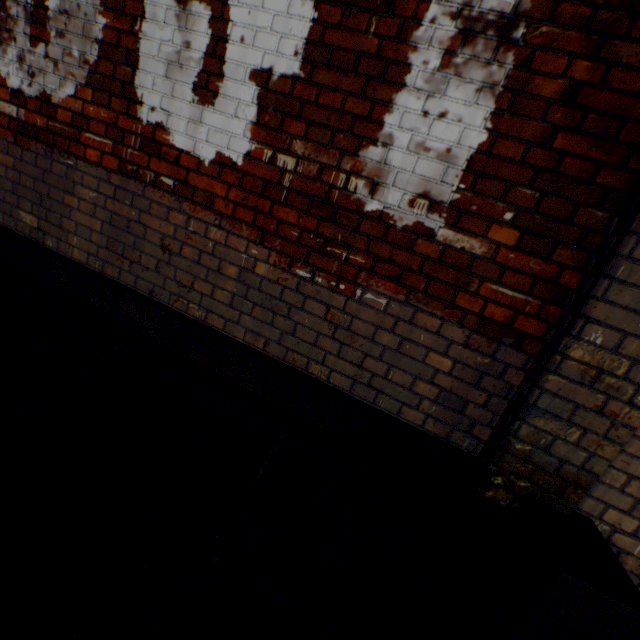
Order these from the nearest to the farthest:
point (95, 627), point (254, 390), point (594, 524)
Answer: point (95, 627)
point (594, 524)
point (254, 390)
